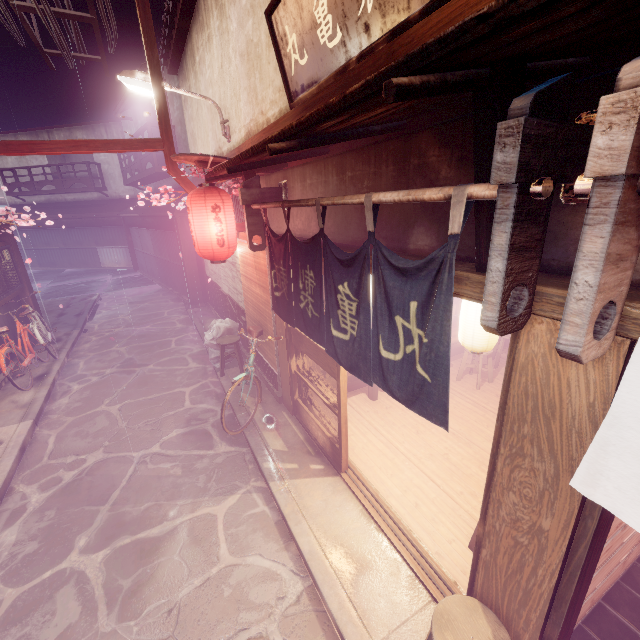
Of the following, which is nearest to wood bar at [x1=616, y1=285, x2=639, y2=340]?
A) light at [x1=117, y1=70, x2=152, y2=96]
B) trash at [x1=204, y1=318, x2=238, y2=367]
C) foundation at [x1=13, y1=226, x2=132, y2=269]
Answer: trash at [x1=204, y1=318, x2=238, y2=367]

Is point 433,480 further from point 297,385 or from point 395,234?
point 395,234

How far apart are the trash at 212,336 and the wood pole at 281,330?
3.9 meters

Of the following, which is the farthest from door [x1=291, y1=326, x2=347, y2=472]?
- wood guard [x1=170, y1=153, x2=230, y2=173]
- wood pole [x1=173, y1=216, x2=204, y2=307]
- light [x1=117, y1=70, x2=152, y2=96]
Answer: light [x1=117, y1=70, x2=152, y2=96]

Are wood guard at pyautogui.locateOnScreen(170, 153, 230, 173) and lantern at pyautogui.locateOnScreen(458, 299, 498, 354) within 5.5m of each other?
no

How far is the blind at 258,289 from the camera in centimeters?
966cm

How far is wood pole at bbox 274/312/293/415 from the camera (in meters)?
9.26

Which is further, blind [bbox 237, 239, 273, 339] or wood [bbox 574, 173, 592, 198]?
blind [bbox 237, 239, 273, 339]
